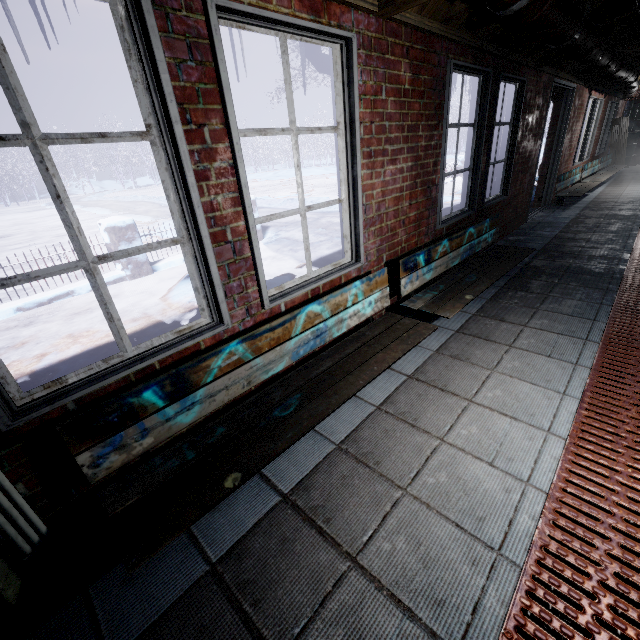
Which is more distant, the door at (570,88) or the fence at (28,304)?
the door at (570,88)

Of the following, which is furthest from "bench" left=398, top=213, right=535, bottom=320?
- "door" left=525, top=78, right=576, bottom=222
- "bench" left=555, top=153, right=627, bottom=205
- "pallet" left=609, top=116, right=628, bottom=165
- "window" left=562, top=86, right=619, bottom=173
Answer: "pallet" left=609, top=116, right=628, bottom=165

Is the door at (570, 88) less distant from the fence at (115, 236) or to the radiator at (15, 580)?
the fence at (115, 236)

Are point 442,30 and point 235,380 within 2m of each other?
no

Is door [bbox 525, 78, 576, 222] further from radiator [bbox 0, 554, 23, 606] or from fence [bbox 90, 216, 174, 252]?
radiator [bbox 0, 554, 23, 606]

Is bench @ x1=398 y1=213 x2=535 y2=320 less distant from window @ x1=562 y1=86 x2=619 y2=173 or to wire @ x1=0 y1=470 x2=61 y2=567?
wire @ x1=0 y1=470 x2=61 y2=567

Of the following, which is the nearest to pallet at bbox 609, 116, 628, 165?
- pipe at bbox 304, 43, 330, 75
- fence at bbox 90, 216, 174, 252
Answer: fence at bbox 90, 216, 174, 252

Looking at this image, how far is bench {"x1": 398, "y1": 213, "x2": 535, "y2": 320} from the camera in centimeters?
245cm
